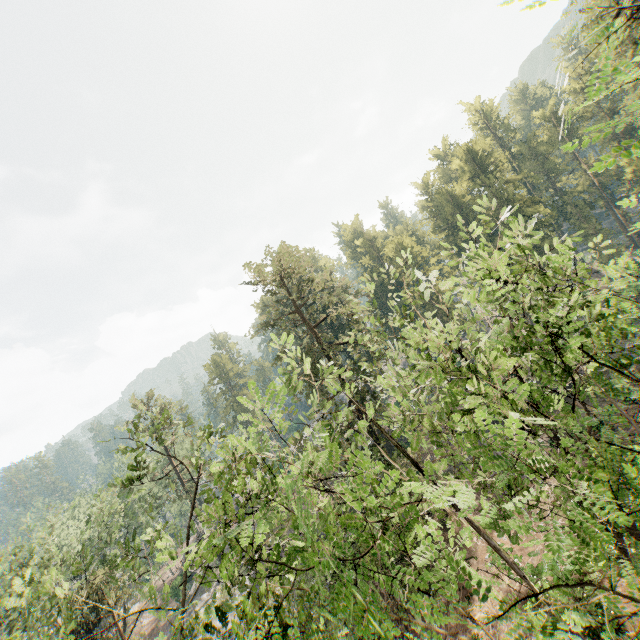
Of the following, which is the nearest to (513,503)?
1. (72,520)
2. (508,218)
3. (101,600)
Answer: (508,218)
